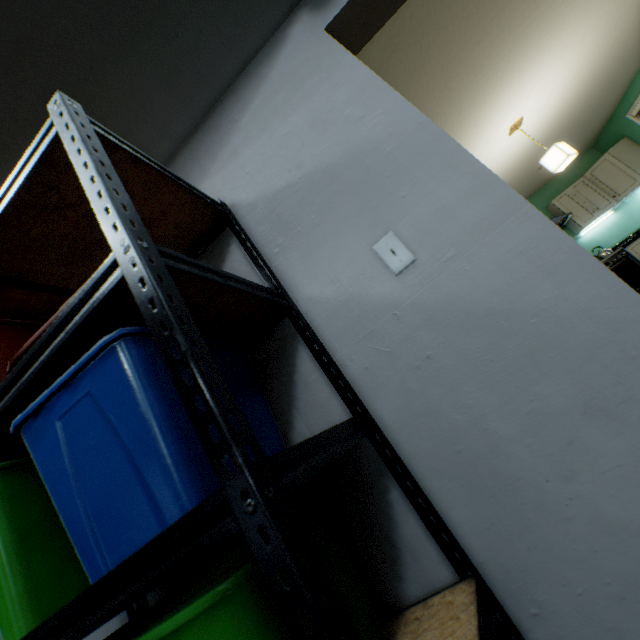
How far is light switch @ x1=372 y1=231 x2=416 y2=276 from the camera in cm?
99

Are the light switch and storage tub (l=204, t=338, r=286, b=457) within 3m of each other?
yes

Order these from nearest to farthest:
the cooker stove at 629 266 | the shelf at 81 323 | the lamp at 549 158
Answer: the shelf at 81 323
the lamp at 549 158
the cooker stove at 629 266

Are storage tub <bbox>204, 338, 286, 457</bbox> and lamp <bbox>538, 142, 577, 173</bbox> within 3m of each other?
no

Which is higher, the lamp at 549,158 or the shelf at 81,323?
the lamp at 549,158

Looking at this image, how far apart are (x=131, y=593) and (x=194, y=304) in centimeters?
60cm

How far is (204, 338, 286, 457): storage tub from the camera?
0.83m

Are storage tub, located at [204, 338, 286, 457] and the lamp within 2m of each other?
no
